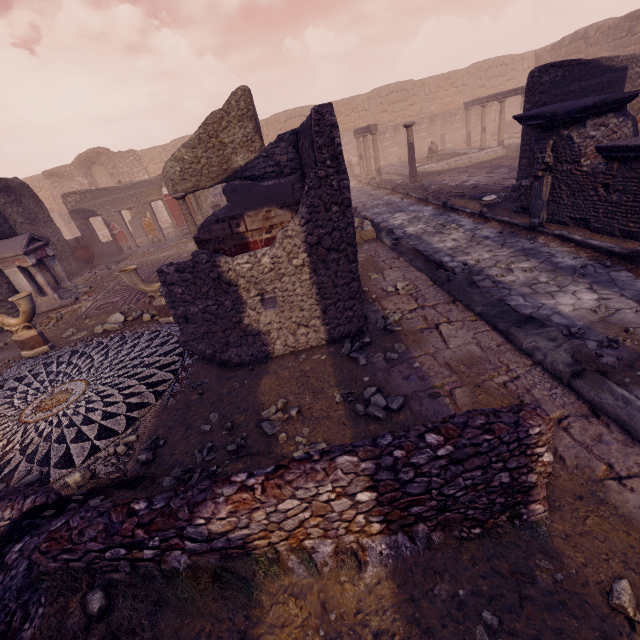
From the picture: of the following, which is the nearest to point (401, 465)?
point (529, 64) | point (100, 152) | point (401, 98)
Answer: point (401, 98)

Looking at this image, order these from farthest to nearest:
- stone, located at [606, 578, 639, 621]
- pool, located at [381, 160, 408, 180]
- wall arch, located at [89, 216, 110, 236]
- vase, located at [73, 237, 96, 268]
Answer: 1. wall arch, located at [89, 216, 110, 236]
2. pool, located at [381, 160, 408, 180]
3. vase, located at [73, 237, 96, 268]
4. stone, located at [606, 578, 639, 621]

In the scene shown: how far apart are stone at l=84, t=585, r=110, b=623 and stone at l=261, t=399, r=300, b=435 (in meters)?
1.63

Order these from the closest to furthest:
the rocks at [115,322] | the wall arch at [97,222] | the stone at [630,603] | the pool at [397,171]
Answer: the stone at [630,603] → the rocks at [115,322] → the pool at [397,171] → the wall arch at [97,222]

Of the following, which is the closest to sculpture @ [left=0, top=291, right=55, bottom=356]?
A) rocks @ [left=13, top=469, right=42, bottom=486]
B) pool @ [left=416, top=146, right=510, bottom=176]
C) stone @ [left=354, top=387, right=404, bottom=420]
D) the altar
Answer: the altar

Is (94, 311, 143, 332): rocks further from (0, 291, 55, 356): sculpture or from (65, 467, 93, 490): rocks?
(65, 467, 93, 490): rocks

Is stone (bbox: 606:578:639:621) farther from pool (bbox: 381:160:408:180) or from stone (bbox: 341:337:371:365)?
pool (bbox: 381:160:408:180)

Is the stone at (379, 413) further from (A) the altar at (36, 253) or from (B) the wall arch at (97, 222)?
(B) the wall arch at (97, 222)
